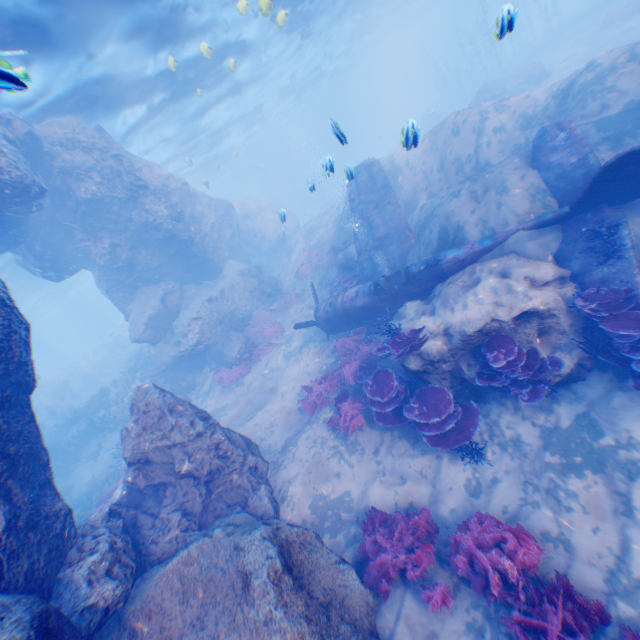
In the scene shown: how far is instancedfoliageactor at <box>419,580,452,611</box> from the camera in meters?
5.0

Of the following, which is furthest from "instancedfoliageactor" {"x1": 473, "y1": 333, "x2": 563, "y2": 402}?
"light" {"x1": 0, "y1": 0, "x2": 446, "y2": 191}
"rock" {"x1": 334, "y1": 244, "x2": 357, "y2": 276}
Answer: "rock" {"x1": 334, "y1": 244, "x2": 357, "y2": 276}

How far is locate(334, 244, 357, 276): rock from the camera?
15.1m

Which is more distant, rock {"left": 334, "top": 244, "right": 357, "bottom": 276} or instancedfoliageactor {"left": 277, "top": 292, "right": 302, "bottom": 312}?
instancedfoliageactor {"left": 277, "top": 292, "right": 302, "bottom": 312}

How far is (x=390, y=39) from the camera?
54.5 meters

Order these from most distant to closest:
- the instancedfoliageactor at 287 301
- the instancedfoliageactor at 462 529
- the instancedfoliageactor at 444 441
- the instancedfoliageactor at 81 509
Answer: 1. the instancedfoliageactor at 287 301
2. the instancedfoliageactor at 81 509
3. the instancedfoliageactor at 444 441
4. the instancedfoliageactor at 462 529

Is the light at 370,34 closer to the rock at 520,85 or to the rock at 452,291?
the rock at 452,291

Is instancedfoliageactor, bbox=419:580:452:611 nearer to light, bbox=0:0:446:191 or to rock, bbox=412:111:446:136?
rock, bbox=412:111:446:136
